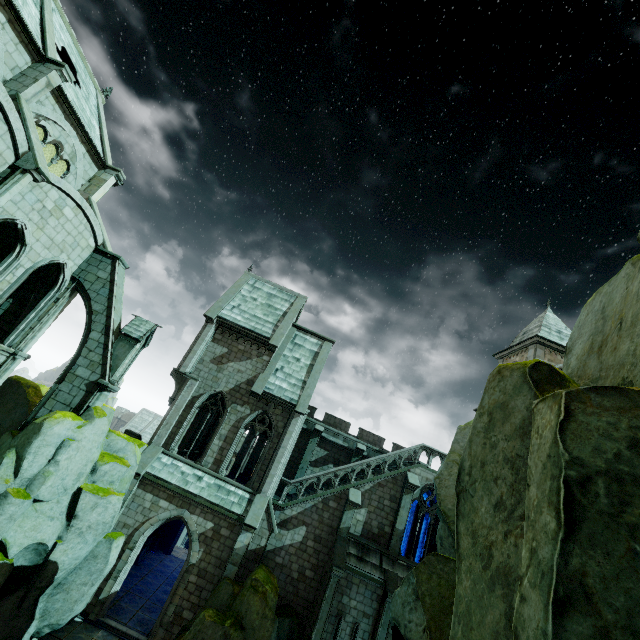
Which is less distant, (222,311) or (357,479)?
(357,479)

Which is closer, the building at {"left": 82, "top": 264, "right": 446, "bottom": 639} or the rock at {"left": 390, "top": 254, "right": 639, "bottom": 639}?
the rock at {"left": 390, "top": 254, "right": 639, "bottom": 639}

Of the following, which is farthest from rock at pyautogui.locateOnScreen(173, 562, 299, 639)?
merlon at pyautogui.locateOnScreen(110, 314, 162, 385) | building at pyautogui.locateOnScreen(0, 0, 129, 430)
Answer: merlon at pyautogui.locateOnScreen(110, 314, 162, 385)

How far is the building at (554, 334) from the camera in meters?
26.1

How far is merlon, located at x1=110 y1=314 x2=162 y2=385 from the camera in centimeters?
1551cm

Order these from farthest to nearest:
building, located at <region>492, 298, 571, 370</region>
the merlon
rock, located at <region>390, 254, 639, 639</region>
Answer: building, located at <region>492, 298, 571, 370</region>
the merlon
rock, located at <region>390, 254, 639, 639</region>

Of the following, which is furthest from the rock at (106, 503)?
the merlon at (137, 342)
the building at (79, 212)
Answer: the merlon at (137, 342)

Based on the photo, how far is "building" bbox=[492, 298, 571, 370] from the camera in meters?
26.1 m
